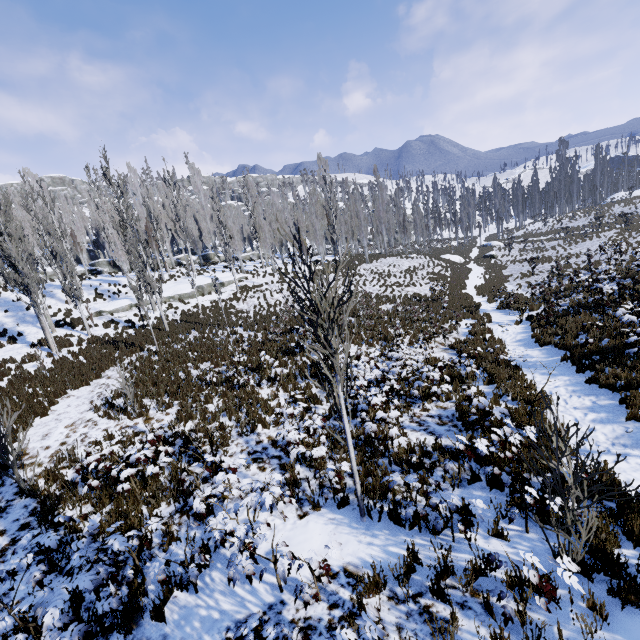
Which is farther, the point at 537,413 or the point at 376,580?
the point at 537,413

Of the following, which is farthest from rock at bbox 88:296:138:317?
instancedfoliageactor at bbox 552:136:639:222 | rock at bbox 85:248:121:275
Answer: rock at bbox 85:248:121:275

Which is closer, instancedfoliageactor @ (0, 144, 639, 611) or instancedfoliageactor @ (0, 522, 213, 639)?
instancedfoliageactor @ (0, 522, 213, 639)

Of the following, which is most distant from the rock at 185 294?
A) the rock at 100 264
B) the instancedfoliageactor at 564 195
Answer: the rock at 100 264

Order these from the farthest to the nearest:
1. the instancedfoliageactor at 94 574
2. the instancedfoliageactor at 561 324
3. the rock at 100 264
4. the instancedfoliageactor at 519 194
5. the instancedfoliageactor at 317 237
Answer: the instancedfoliageactor at 519 194
the rock at 100 264
the instancedfoliageactor at 561 324
the instancedfoliageactor at 317 237
the instancedfoliageactor at 94 574

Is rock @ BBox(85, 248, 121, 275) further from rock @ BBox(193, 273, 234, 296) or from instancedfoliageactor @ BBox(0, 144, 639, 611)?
rock @ BBox(193, 273, 234, 296)
